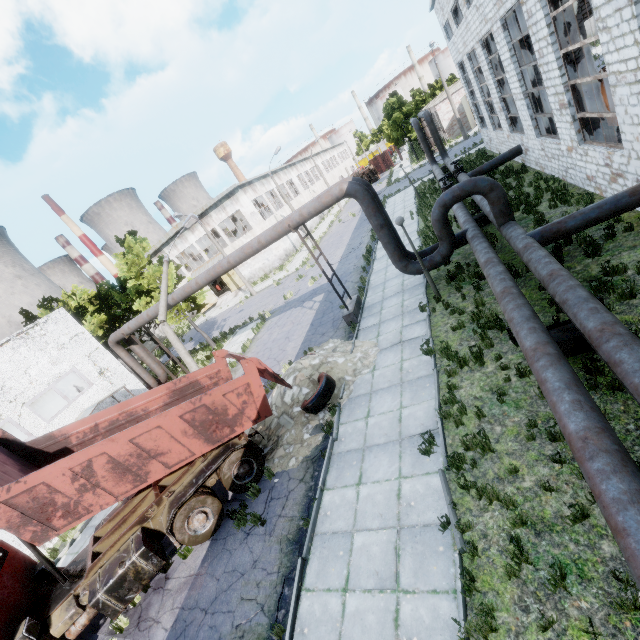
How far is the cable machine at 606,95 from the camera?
13.9m

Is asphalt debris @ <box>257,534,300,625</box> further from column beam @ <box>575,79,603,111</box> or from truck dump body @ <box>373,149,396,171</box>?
truck dump body @ <box>373,149,396,171</box>

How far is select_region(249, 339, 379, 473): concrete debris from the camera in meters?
9.6

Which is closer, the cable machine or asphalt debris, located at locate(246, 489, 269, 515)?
asphalt debris, located at locate(246, 489, 269, 515)

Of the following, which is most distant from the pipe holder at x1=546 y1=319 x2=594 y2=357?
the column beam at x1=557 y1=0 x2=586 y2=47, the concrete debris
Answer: the column beam at x1=557 y1=0 x2=586 y2=47

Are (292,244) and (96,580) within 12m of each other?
no

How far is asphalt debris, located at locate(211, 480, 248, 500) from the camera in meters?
9.3 m

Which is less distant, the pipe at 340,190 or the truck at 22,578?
the truck at 22,578
